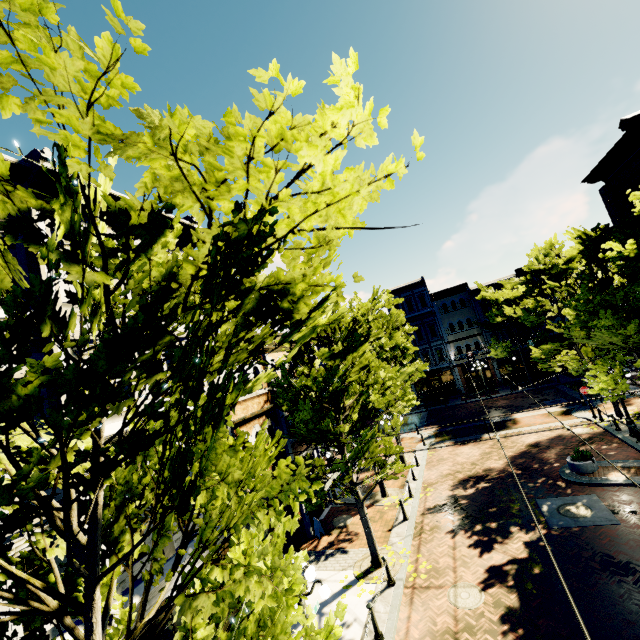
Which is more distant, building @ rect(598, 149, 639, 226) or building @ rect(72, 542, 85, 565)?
building @ rect(598, 149, 639, 226)

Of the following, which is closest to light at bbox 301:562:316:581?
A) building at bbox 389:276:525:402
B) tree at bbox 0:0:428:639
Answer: tree at bbox 0:0:428:639

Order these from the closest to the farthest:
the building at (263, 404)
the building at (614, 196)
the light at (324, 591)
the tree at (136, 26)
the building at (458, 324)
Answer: the tree at (136, 26) < the light at (324, 591) < the building at (263, 404) < the building at (614, 196) < the building at (458, 324)

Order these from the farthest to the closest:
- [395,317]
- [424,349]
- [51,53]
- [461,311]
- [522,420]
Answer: [424,349] → [461,311] → [522,420] → [395,317] → [51,53]

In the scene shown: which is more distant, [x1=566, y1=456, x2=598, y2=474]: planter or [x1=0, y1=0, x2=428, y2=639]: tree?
[x1=566, y1=456, x2=598, y2=474]: planter

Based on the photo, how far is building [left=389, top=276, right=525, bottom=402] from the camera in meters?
35.9 m

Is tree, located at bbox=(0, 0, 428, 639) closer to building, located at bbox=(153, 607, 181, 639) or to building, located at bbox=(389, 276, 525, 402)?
building, located at bbox=(389, 276, 525, 402)

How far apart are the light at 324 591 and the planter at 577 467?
12.77m
